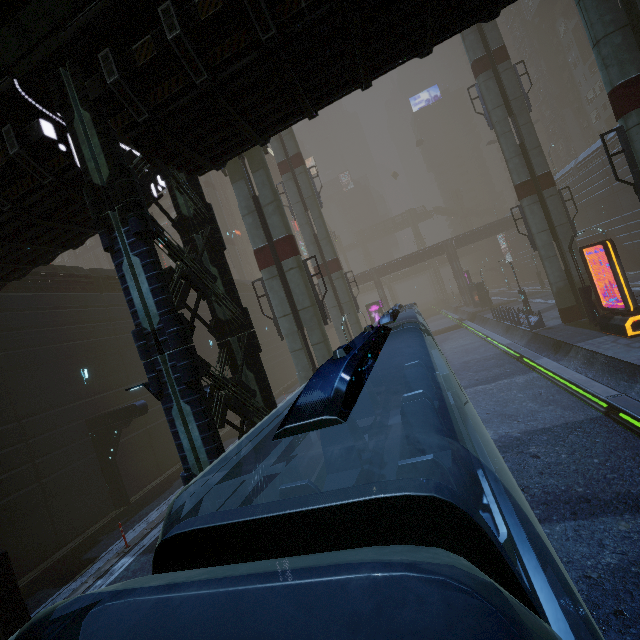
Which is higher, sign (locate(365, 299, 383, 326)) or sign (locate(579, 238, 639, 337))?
sign (locate(365, 299, 383, 326))

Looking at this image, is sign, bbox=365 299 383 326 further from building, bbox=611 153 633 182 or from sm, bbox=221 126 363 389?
sm, bbox=221 126 363 389

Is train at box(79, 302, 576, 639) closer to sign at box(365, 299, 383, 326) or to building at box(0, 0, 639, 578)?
building at box(0, 0, 639, 578)

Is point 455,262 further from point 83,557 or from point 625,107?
point 83,557

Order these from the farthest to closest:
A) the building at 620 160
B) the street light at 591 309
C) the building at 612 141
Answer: the building at 612 141
the building at 620 160
the street light at 591 309

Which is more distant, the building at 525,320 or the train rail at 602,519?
the building at 525,320

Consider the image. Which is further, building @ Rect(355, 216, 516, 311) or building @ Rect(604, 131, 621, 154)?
building @ Rect(355, 216, 516, 311)

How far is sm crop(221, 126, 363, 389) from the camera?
15.6m
